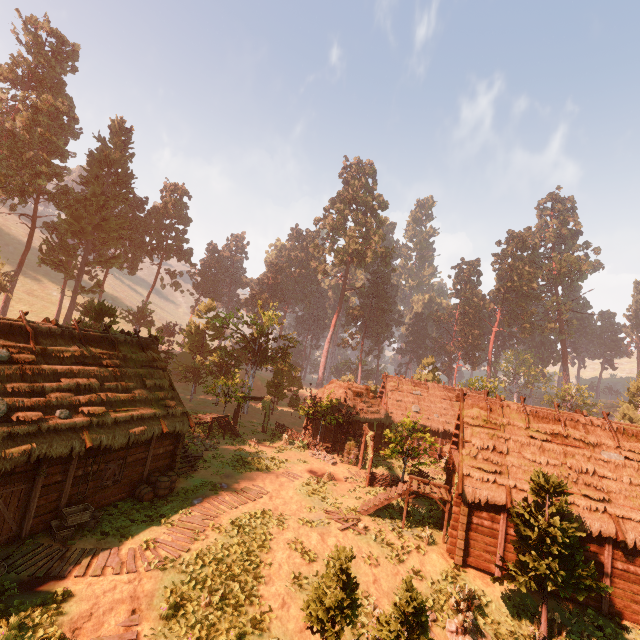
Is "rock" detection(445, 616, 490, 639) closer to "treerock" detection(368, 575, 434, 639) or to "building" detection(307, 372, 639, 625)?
"treerock" detection(368, 575, 434, 639)

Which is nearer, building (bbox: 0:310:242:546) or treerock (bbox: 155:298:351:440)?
building (bbox: 0:310:242:546)

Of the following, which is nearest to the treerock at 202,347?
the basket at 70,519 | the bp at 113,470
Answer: the basket at 70,519

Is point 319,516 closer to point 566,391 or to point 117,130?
point 117,130

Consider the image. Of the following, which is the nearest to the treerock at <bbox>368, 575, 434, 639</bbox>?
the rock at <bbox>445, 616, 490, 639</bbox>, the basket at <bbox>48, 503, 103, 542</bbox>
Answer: the rock at <bbox>445, 616, 490, 639</bbox>

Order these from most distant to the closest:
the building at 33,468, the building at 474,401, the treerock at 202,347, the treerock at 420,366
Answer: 1. the treerock at 420,366
2. the treerock at 202,347
3. the building at 474,401
4. the building at 33,468

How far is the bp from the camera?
14.72m

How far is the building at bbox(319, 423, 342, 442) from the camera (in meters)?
30.94
